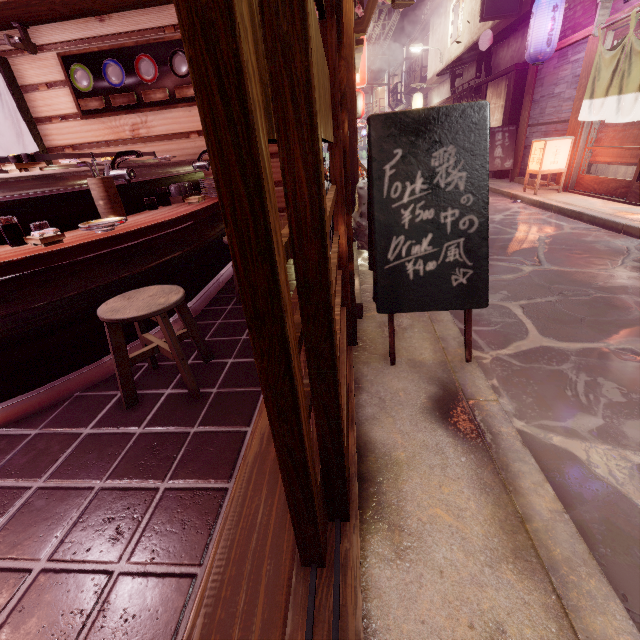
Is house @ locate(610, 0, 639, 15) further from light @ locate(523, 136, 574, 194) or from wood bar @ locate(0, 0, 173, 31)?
wood bar @ locate(0, 0, 173, 31)

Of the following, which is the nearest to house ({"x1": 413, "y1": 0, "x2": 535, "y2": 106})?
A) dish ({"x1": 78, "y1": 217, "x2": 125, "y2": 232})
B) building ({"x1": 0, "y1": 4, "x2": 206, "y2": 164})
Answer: building ({"x1": 0, "y1": 4, "x2": 206, "y2": 164})

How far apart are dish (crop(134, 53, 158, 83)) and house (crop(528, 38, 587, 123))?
14.9 meters

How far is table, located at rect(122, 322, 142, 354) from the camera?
4.54m

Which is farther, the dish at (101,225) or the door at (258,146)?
the dish at (101,225)

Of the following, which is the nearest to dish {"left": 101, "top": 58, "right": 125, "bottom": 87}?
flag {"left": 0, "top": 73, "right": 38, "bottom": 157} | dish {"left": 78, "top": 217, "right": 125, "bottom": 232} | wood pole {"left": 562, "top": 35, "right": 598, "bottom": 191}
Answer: flag {"left": 0, "top": 73, "right": 38, "bottom": 157}

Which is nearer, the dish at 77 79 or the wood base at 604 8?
the dish at 77 79

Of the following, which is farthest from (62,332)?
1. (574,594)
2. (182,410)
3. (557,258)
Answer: (557,258)
